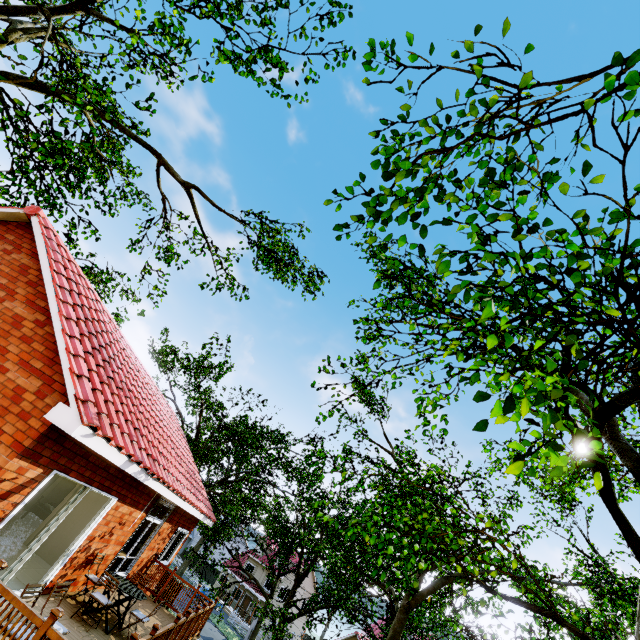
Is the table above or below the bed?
above

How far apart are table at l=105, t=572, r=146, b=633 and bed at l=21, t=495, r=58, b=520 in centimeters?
366cm

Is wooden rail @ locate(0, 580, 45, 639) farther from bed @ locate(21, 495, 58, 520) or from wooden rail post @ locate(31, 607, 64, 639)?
bed @ locate(21, 495, 58, 520)

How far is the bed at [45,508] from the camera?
10.85m

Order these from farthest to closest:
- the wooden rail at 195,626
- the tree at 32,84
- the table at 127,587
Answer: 1. the table at 127,587
2. the tree at 32,84
3. the wooden rail at 195,626

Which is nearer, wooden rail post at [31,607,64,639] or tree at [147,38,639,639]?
tree at [147,38,639,639]

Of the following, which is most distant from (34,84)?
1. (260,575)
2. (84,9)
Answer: (260,575)

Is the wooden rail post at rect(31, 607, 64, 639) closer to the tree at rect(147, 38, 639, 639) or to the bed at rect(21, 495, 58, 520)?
the tree at rect(147, 38, 639, 639)
